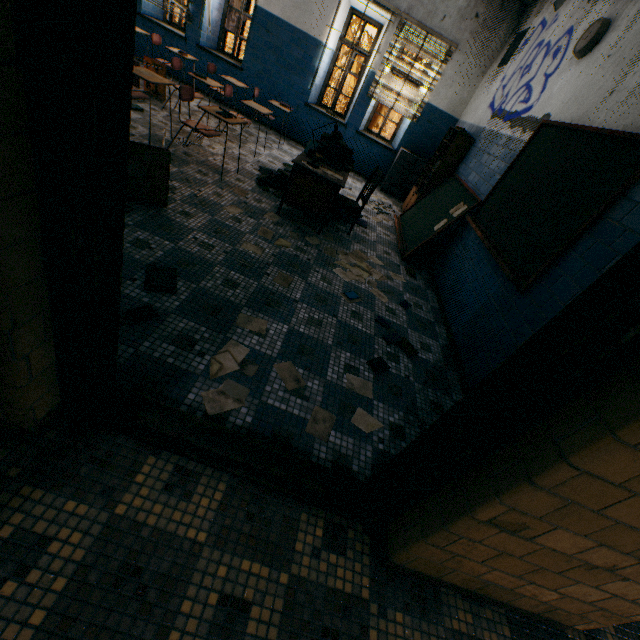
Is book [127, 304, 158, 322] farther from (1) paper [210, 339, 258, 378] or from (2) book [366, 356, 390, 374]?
(2) book [366, 356, 390, 374]

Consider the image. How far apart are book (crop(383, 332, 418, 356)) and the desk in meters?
1.9 m

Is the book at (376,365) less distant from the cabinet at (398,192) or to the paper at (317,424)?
the paper at (317,424)

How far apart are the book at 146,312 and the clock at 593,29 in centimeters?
505cm

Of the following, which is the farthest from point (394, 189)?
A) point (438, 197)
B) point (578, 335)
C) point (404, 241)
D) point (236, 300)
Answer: point (578, 335)

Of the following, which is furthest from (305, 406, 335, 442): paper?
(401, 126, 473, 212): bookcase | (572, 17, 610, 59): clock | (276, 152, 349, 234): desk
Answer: (401, 126, 473, 212): bookcase

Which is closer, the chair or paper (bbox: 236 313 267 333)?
paper (bbox: 236 313 267 333)

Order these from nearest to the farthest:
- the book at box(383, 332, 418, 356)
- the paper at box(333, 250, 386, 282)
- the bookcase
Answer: the book at box(383, 332, 418, 356) → the paper at box(333, 250, 386, 282) → the bookcase
